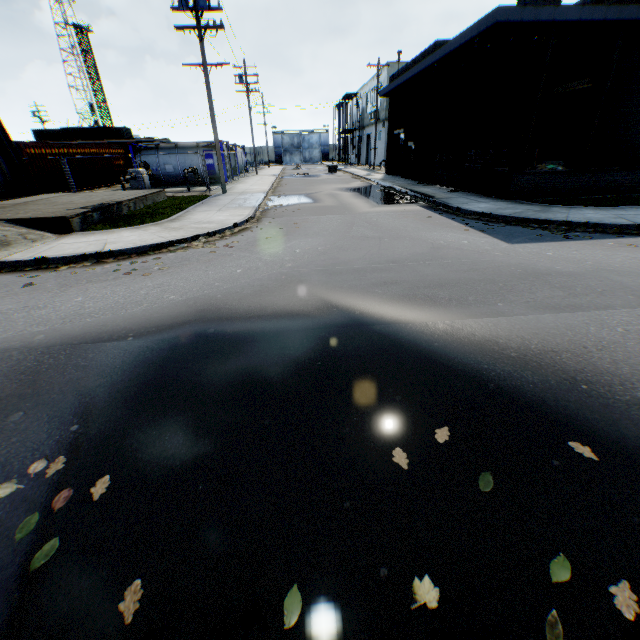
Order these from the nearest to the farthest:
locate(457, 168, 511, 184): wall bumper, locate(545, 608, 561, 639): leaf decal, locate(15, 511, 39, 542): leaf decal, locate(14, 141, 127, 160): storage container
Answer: locate(545, 608, 561, 639): leaf decal < locate(15, 511, 39, 542): leaf decal < locate(457, 168, 511, 184): wall bumper < locate(14, 141, 127, 160): storage container

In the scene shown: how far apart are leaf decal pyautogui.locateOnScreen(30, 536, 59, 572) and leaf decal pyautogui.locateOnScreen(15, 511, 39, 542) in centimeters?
25cm

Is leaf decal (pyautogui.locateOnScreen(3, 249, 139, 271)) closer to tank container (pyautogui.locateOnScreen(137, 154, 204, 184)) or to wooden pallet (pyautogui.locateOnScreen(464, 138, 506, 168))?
wooden pallet (pyautogui.locateOnScreen(464, 138, 506, 168))

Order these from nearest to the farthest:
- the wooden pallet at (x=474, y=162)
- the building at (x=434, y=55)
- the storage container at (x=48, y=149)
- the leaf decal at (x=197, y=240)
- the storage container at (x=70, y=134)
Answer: the leaf decal at (x=197, y=240)
the building at (x=434, y=55)
the wooden pallet at (x=474, y=162)
the storage container at (x=48, y=149)
the storage container at (x=70, y=134)

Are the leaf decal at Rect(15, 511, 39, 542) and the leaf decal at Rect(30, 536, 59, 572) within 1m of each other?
yes

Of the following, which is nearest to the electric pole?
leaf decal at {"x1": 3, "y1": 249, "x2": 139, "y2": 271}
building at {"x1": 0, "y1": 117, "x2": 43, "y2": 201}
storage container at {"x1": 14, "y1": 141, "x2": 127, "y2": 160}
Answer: building at {"x1": 0, "y1": 117, "x2": 43, "y2": 201}

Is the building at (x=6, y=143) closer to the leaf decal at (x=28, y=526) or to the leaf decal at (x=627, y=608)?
the leaf decal at (x=28, y=526)

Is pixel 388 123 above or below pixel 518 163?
above
